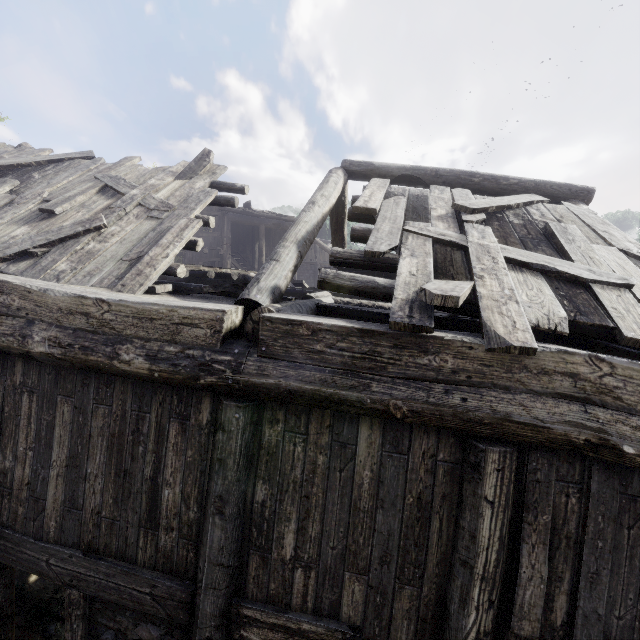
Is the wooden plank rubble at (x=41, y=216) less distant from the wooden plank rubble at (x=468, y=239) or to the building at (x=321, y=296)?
the building at (x=321, y=296)

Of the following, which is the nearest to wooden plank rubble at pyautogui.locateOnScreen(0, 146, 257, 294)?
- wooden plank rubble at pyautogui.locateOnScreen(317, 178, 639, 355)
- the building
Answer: the building

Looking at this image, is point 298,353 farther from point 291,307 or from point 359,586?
point 359,586

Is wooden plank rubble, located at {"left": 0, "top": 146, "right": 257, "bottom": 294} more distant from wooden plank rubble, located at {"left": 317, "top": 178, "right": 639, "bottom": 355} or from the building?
wooden plank rubble, located at {"left": 317, "top": 178, "right": 639, "bottom": 355}

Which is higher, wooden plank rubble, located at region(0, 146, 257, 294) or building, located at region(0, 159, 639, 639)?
wooden plank rubble, located at region(0, 146, 257, 294)

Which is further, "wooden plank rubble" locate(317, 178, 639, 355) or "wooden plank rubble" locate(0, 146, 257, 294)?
"wooden plank rubble" locate(0, 146, 257, 294)

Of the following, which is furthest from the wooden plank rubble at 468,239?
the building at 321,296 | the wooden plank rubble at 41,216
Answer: the wooden plank rubble at 41,216
